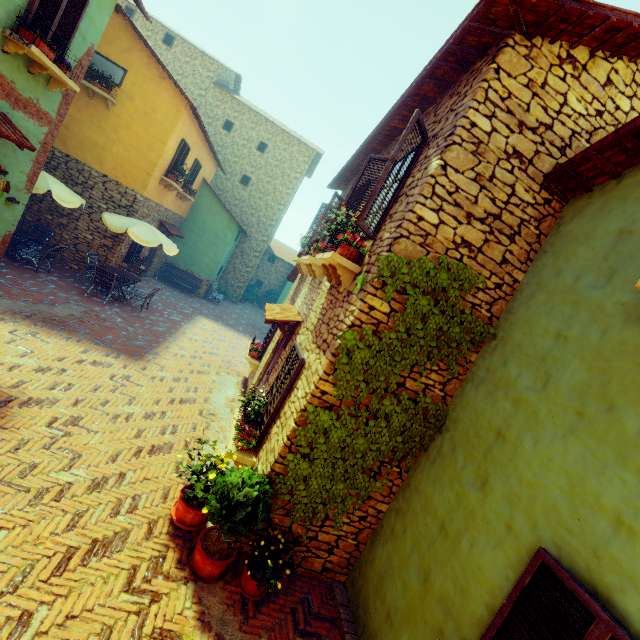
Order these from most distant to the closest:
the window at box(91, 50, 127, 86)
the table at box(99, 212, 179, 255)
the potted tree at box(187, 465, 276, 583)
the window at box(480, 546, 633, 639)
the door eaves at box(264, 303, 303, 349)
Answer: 1. the window at box(91, 50, 127, 86)
2. the table at box(99, 212, 179, 255)
3. the door eaves at box(264, 303, 303, 349)
4. the potted tree at box(187, 465, 276, 583)
5. the window at box(480, 546, 633, 639)

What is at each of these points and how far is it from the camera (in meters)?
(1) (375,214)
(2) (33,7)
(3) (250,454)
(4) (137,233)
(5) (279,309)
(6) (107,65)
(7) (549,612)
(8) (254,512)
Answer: (1) window, 4.57
(2) window, 5.82
(3) window sill, 5.05
(4) table, 10.21
(5) door eaves, 7.95
(6) window, 10.95
(7) window, 2.48
(8) potted tree, 3.82

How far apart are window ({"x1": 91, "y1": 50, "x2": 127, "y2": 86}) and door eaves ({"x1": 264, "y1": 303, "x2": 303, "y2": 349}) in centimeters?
962cm

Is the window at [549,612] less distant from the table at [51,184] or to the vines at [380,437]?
the vines at [380,437]

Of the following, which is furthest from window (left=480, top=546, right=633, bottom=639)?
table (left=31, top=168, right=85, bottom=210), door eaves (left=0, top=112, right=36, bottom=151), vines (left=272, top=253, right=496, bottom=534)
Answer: table (left=31, top=168, right=85, bottom=210)

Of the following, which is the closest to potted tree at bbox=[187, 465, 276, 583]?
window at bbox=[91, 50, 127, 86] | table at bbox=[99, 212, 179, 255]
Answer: table at bbox=[99, 212, 179, 255]

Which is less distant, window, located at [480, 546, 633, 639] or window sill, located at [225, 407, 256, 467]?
window, located at [480, 546, 633, 639]

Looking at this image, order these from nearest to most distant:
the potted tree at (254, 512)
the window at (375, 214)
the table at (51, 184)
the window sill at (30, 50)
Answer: the potted tree at (254, 512), the window at (375, 214), the window sill at (30, 50), the table at (51, 184)
